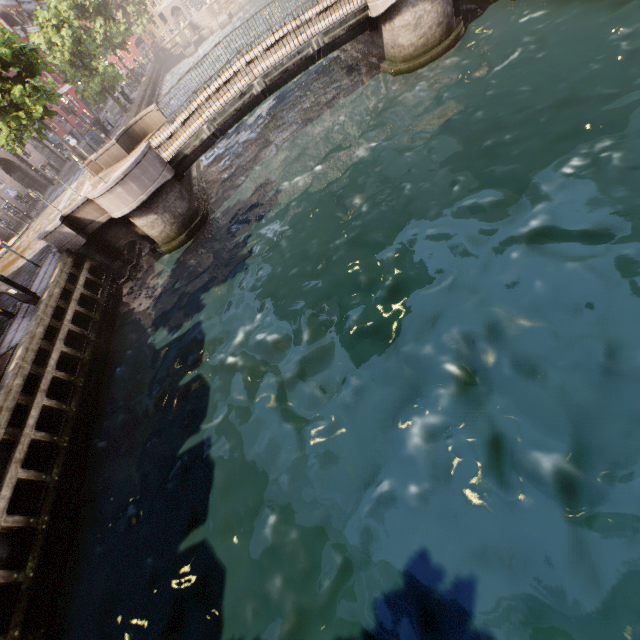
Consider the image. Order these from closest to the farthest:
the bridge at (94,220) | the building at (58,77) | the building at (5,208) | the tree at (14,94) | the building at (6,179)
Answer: the bridge at (94,220) < the tree at (14,94) < the building at (5,208) < the building at (6,179) < the building at (58,77)

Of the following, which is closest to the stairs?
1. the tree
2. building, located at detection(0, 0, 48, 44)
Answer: the tree

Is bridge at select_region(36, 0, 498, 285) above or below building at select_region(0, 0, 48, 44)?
below

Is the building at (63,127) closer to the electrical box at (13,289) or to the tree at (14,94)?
the tree at (14,94)

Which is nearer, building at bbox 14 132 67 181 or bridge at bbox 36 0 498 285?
bridge at bbox 36 0 498 285

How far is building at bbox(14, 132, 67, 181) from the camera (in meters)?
28.38

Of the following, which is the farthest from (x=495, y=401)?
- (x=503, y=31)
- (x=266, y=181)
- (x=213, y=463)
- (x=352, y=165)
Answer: (x=503, y=31)
